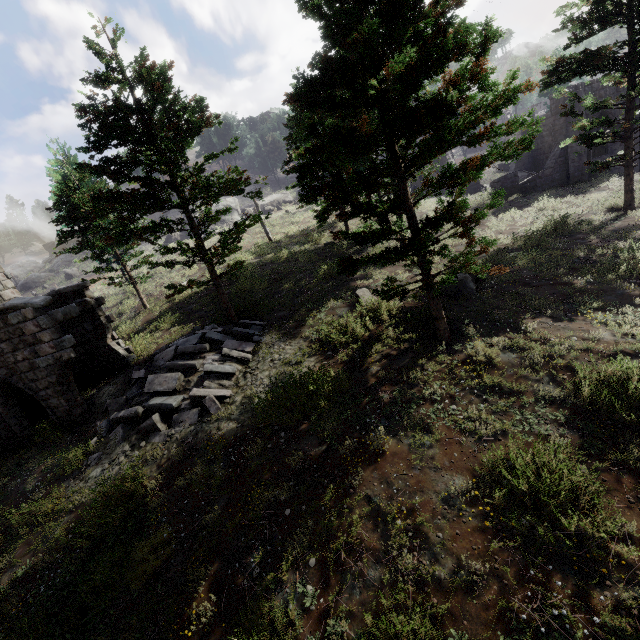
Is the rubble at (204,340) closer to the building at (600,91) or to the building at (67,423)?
the building at (67,423)

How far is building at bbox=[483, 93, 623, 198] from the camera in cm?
2147

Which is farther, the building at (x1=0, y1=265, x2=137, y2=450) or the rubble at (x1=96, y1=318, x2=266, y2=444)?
the building at (x1=0, y1=265, x2=137, y2=450)

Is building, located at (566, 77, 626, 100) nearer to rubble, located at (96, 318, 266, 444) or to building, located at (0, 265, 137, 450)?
rubble, located at (96, 318, 266, 444)

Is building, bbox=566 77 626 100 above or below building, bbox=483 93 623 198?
above

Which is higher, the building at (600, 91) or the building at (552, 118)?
the building at (600, 91)

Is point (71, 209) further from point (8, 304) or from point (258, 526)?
point (258, 526)
